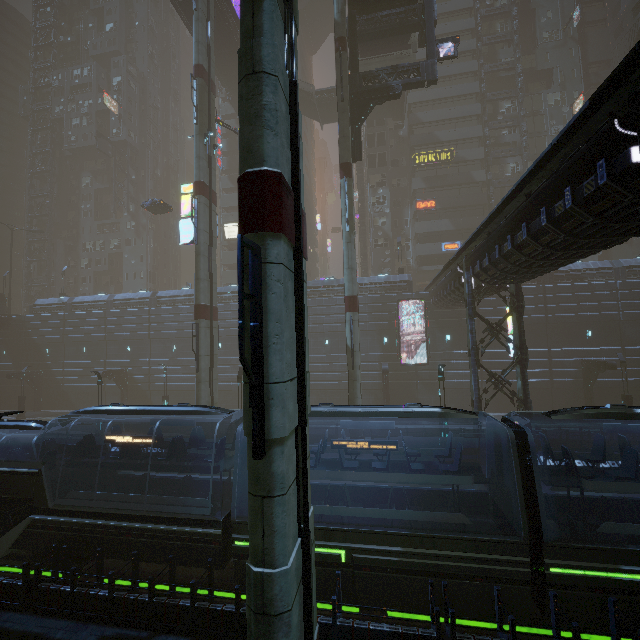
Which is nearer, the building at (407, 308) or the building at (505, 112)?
the building at (407, 308)

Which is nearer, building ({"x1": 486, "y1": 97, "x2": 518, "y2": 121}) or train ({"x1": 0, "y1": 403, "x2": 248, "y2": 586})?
train ({"x1": 0, "y1": 403, "x2": 248, "y2": 586})

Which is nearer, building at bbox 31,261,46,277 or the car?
the car

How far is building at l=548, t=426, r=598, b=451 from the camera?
17.28m

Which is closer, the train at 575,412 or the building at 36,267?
the train at 575,412

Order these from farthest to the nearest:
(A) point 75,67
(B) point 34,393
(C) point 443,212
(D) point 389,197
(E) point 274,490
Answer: (A) point 75,67, (D) point 389,197, (C) point 443,212, (B) point 34,393, (E) point 274,490

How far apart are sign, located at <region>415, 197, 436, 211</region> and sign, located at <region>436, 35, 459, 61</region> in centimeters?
2017cm

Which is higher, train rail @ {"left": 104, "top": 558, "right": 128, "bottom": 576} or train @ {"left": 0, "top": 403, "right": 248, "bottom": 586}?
train @ {"left": 0, "top": 403, "right": 248, "bottom": 586}
